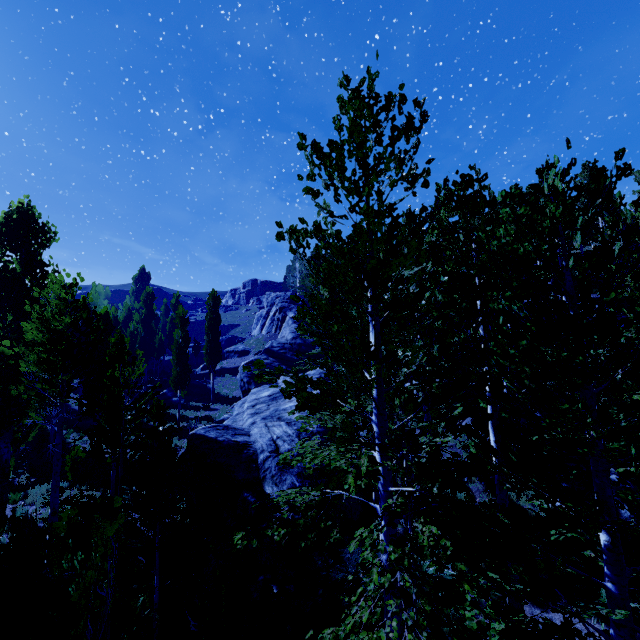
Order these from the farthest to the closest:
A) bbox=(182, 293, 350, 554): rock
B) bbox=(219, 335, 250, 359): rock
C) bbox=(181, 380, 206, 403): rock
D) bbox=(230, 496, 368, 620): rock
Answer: bbox=(219, 335, 250, 359): rock < bbox=(181, 380, 206, 403): rock < bbox=(182, 293, 350, 554): rock < bbox=(230, 496, 368, 620): rock

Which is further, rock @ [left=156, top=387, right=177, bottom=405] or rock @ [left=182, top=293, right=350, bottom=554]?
rock @ [left=156, top=387, right=177, bottom=405]

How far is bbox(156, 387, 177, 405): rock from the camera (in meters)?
32.19

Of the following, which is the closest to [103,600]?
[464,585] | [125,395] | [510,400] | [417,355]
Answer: [464,585]

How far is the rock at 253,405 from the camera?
10.5m

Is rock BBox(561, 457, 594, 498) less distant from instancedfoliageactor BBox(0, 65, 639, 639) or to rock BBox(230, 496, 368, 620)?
instancedfoliageactor BBox(0, 65, 639, 639)

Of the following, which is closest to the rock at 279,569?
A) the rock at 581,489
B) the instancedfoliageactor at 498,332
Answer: the instancedfoliageactor at 498,332

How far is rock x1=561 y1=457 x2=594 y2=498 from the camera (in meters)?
9.83
